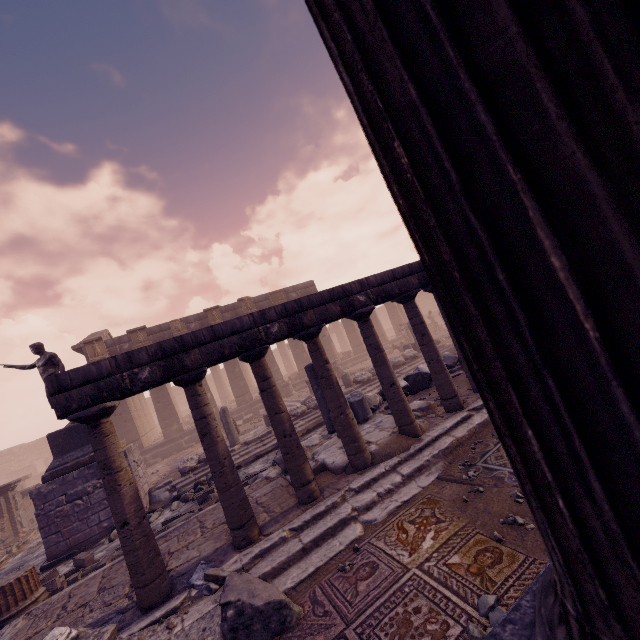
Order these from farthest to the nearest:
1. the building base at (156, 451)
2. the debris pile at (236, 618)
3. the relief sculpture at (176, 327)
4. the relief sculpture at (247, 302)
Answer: the relief sculpture at (247, 302) < the relief sculpture at (176, 327) < the building base at (156, 451) < the debris pile at (236, 618)

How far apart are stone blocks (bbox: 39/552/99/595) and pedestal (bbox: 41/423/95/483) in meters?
2.7

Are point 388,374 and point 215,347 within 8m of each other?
yes

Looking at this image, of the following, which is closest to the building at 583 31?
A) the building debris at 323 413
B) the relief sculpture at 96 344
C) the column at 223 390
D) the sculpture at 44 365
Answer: the building debris at 323 413

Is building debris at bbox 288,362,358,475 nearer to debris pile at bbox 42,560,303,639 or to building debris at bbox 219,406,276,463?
debris pile at bbox 42,560,303,639

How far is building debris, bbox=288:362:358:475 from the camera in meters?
5.8

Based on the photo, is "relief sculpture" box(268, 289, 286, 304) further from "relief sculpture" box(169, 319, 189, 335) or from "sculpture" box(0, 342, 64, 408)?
"sculpture" box(0, 342, 64, 408)

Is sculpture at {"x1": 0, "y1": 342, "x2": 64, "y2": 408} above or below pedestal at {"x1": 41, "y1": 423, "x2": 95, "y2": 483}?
above
